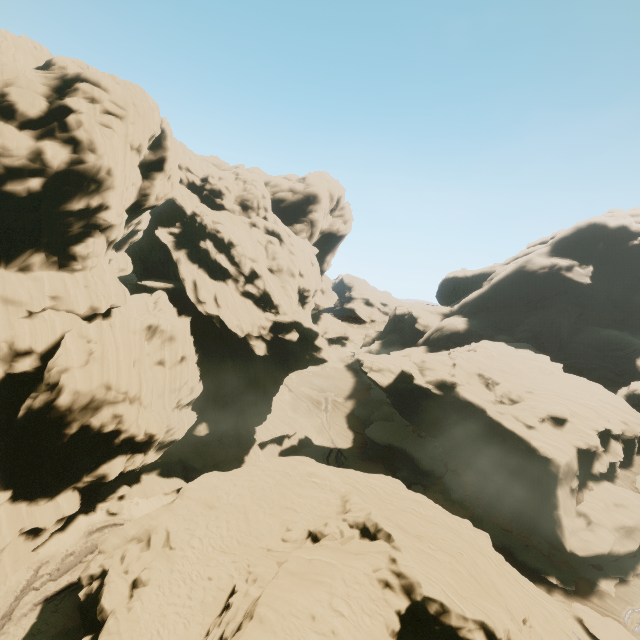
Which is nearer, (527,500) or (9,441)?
(9,441)

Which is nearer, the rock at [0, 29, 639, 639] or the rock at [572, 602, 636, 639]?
the rock at [0, 29, 639, 639]

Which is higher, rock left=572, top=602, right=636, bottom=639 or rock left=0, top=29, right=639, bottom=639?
rock left=0, top=29, right=639, bottom=639

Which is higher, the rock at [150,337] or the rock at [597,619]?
the rock at [150,337]

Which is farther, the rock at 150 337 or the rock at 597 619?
the rock at 597 619
